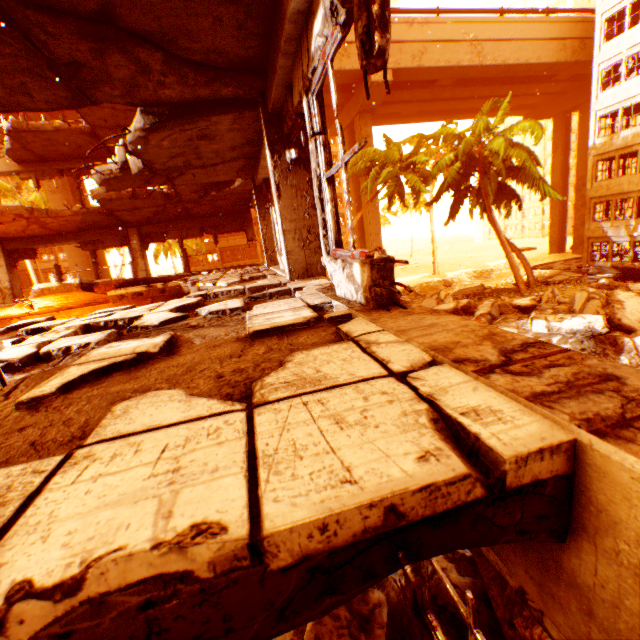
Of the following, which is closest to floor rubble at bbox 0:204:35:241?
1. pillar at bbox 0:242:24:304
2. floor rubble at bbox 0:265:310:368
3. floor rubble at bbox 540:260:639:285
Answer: pillar at bbox 0:242:24:304

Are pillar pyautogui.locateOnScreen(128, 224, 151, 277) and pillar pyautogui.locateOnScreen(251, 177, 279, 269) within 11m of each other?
yes

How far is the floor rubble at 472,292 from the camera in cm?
2472

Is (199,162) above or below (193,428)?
above

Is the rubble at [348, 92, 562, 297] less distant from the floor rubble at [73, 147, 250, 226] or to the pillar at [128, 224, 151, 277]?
the floor rubble at [73, 147, 250, 226]

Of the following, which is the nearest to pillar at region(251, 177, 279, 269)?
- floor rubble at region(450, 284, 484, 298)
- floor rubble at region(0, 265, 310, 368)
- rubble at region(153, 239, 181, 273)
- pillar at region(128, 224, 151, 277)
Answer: floor rubble at region(0, 265, 310, 368)

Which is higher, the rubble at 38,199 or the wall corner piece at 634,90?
the wall corner piece at 634,90

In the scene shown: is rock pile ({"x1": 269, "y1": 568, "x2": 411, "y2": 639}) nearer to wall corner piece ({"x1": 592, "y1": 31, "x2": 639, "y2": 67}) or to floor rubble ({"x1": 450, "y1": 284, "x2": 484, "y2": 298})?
floor rubble ({"x1": 450, "y1": 284, "x2": 484, "y2": 298})
